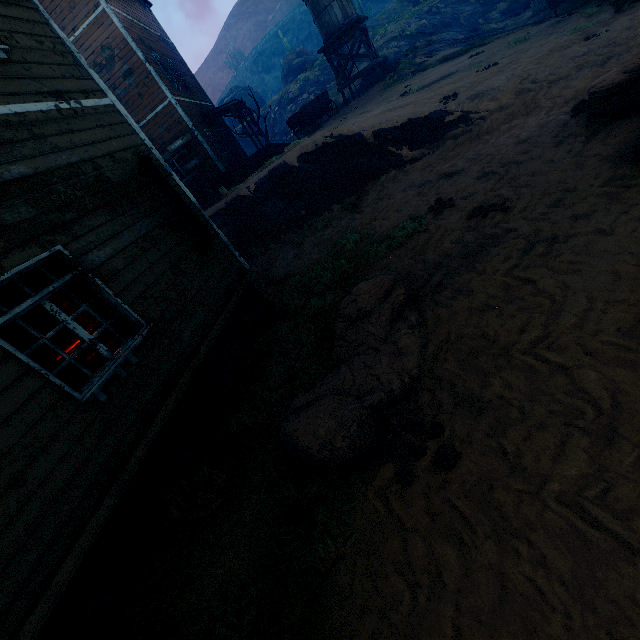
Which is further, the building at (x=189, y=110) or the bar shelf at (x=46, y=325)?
the bar shelf at (x=46, y=325)

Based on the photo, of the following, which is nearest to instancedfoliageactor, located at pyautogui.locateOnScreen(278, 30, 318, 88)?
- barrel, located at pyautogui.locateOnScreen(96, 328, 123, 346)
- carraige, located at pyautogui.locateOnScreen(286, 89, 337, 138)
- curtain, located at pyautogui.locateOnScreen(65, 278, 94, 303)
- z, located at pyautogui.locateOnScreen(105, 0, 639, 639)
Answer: z, located at pyautogui.locateOnScreen(105, 0, 639, 639)

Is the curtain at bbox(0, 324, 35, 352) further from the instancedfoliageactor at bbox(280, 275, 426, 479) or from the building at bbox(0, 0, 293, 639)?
the instancedfoliageactor at bbox(280, 275, 426, 479)

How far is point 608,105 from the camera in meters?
5.6 m

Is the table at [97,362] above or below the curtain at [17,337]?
below

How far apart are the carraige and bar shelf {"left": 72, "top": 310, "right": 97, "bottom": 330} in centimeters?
1814cm

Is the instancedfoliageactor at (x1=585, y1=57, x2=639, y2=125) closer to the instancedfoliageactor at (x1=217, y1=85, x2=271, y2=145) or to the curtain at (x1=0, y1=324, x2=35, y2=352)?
the curtain at (x1=0, y1=324, x2=35, y2=352)

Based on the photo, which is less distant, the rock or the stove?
the stove
